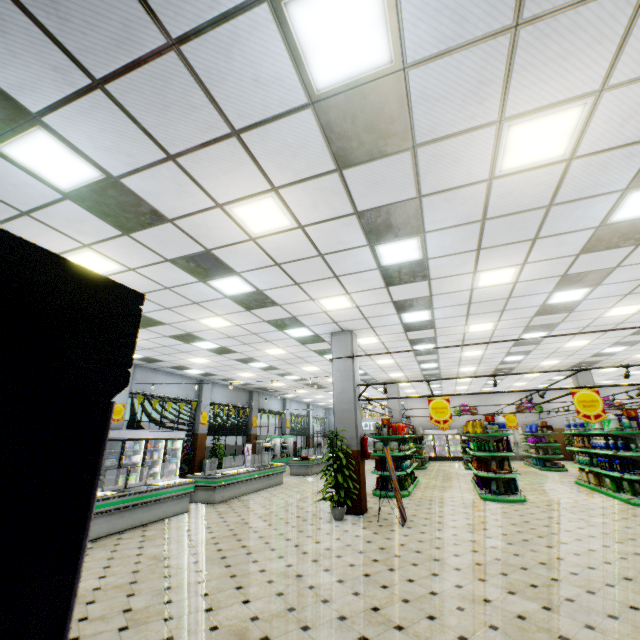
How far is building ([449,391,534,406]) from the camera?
25.2m

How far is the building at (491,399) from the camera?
25.23m

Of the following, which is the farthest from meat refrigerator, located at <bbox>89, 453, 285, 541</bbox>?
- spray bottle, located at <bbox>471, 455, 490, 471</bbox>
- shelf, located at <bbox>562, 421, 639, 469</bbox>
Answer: shelf, located at <bbox>562, 421, 639, 469</bbox>

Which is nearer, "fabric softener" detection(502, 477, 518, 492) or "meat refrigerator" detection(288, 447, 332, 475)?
"fabric softener" detection(502, 477, 518, 492)

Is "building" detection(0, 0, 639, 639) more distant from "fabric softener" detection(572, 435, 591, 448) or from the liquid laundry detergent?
the liquid laundry detergent

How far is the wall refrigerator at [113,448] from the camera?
11.5m

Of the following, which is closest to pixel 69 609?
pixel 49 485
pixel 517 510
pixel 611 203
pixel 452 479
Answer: pixel 49 485

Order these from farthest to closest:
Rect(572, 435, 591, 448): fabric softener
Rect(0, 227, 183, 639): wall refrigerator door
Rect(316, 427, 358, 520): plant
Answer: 1. Rect(572, 435, 591, 448): fabric softener
2. Rect(316, 427, 358, 520): plant
3. Rect(0, 227, 183, 639): wall refrigerator door
